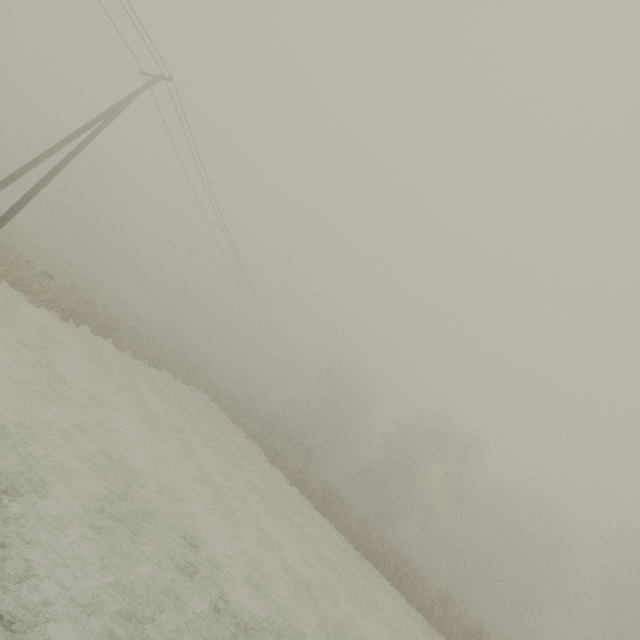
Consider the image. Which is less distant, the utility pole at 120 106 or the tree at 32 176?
the utility pole at 120 106

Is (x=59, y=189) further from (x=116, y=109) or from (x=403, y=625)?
(x=403, y=625)

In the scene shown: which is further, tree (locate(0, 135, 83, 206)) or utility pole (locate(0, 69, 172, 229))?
tree (locate(0, 135, 83, 206))
